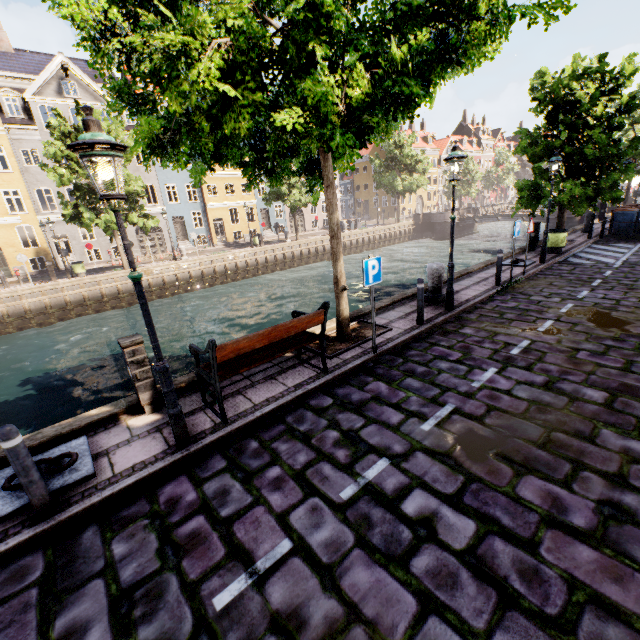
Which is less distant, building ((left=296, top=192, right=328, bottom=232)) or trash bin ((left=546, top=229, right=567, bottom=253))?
trash bin ((left=546, top=229, right=567, bottom=253))

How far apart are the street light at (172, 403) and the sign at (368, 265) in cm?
341

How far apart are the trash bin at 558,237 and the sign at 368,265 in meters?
12.0

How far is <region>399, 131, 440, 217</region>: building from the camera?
55.47m

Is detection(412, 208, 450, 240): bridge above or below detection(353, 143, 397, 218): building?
below

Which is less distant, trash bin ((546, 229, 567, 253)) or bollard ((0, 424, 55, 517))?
bollard ((0, 424, 55, 517))

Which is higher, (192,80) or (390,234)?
(192,80)

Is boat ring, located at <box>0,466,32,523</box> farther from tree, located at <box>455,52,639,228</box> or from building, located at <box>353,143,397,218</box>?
building, located at <box>353,143,397,218</box>
